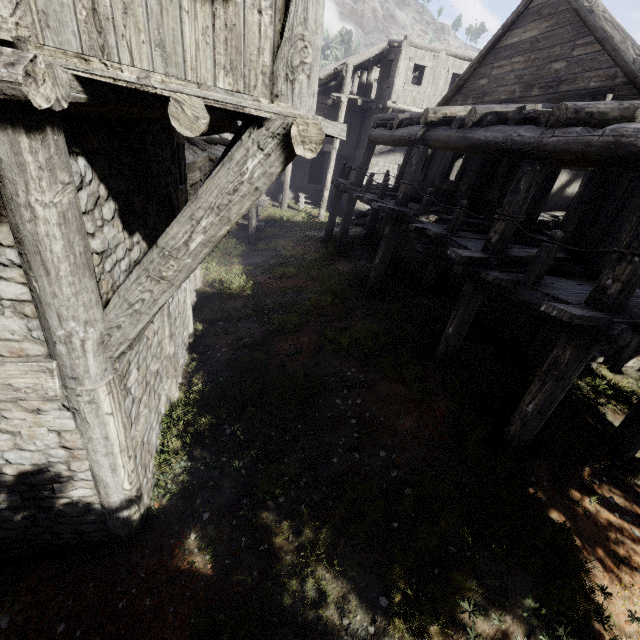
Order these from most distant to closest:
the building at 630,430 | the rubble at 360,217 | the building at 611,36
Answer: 1. the rubble at 360,217
2. the building at 630,430
3. the building at 611,36

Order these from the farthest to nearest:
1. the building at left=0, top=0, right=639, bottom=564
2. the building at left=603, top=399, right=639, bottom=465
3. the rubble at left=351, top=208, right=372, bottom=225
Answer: the rubble at left=351, top=208, right=372, bottom=225 < the building at left=603, top=399, right=639, bottom=465 < the building at left=0, top=0, right=639, bottom=564

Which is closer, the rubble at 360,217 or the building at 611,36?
the building at 611,36

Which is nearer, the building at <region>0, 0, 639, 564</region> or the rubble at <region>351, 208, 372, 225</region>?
the building at <region>0, 0, 639, 564</region>

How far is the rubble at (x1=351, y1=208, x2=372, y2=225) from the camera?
21.0 meters

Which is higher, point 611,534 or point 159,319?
point 159,319

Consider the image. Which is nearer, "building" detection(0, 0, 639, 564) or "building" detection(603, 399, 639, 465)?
"building" detection(0, 0, 639, 564)
